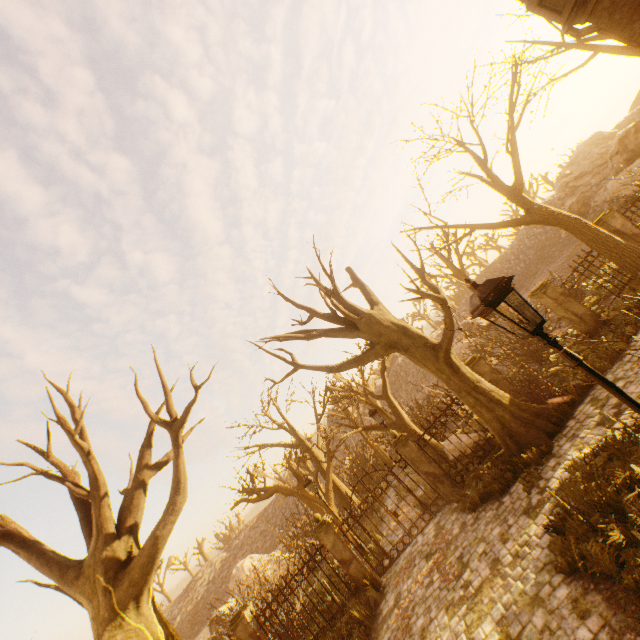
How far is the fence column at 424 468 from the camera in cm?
1081

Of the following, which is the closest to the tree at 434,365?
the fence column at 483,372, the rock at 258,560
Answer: the fence column at 483,372

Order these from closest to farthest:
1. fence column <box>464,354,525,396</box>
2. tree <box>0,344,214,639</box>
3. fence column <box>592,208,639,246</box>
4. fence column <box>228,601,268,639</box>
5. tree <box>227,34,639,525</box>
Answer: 1. tree <box>0,344,214,639</box>
2. tree <box>227,34,639,525</box>
3. fence column <box>228,601,268,639</box>
4. fence column <box>464,354,525,396</box>
5. fence column <box>592,208,639,246</box>

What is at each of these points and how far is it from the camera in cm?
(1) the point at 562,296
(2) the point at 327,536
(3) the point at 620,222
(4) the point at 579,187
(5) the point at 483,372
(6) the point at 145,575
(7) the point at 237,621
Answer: (1) fence column, 1184
(2) fence column, 1092
(3) fence column, 1245
(4) rock, 3894
(5) fence column, 1166
(6) tree, 722
(7) fence column, 1057

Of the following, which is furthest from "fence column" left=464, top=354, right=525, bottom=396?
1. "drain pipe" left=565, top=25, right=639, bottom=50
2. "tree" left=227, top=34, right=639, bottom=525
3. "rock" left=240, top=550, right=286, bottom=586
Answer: "tree" left=227, top=34, right=639, bottom=525

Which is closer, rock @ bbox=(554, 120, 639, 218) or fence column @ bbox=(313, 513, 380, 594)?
fence column @ bbox=(313, 513, 380, 594)

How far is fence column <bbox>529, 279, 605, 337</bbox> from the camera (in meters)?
11.58

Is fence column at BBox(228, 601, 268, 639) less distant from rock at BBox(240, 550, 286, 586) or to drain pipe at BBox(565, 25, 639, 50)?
rock at BBox(240, 550, 286, 586)
